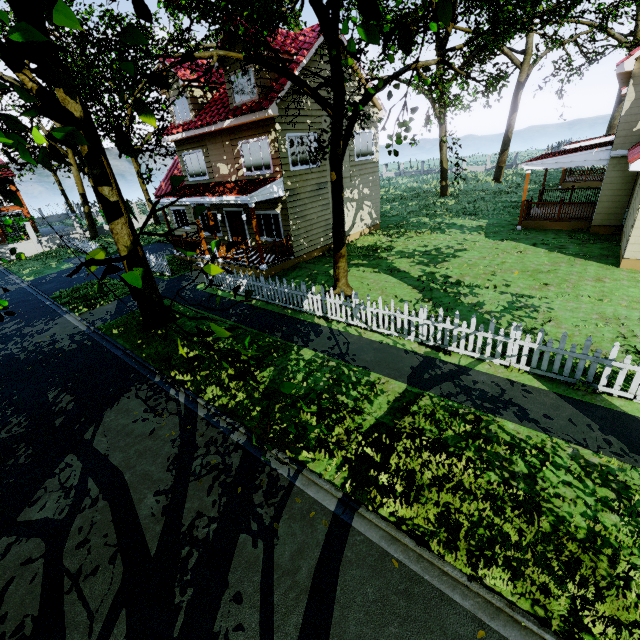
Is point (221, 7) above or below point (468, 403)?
above

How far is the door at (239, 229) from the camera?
16.70m

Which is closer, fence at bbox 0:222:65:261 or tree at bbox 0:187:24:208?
tree at bbox 0:187:24:208

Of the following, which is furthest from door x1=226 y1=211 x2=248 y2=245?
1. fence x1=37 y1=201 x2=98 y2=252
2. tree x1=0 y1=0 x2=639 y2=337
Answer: fence x1=37 y1=201 x2=98 y2=252

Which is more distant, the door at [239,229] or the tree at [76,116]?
the door at [239,229]

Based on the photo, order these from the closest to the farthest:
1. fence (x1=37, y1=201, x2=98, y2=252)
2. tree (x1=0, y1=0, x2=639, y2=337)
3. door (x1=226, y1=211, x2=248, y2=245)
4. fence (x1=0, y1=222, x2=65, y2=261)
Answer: tree (x1=0, y1=0, x2=639, y2=337)
door (x1=226, y1=211, x2=248, y2=245)
fence (x1=37, y1=201, x2=98, y2=252)
fence (x1=0, y1=222, x2=65, y2=261)
